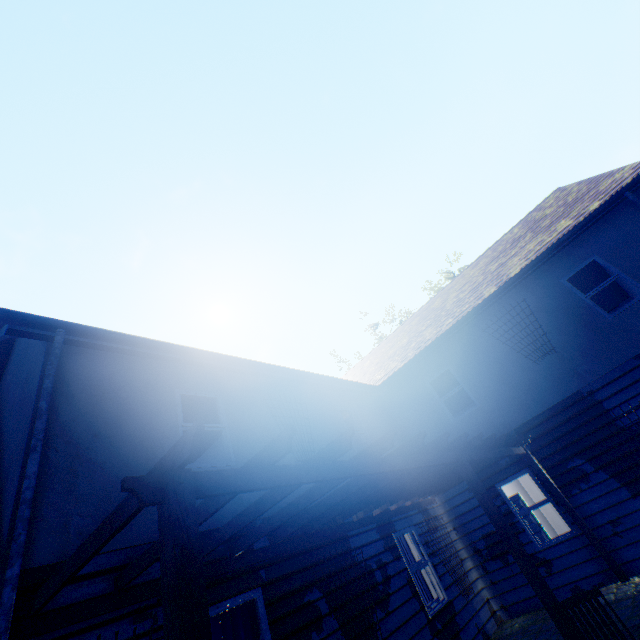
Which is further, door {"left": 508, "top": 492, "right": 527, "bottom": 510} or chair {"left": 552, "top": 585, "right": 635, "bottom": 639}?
door {"left": 508, "top": 492, "right": 527, "bottom": 510}

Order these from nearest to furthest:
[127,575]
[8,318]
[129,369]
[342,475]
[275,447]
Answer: [275,447], [342,475], [127,575], [8,318], [129,369]

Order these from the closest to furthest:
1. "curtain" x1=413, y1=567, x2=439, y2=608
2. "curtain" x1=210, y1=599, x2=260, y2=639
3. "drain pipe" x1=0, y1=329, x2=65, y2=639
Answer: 1. "drain pipe" x1=0, y1=329, x2=65, y2=639
2. "curtain" x1=210, y1=599, x2=260, y2=639
3. "curtain" x1=413, y1=567, x2=439, y2=608

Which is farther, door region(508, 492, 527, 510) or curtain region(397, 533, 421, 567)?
door region(508, 492, 527, 510)

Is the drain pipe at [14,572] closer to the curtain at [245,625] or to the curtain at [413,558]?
the curtain at [245,625]

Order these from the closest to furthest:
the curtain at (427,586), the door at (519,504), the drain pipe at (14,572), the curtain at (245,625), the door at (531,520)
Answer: the drain pipe at (14,572) < the curtain at (245,625) < the curtain at (427,586) < the door at (531,520) < the door at (519,504)

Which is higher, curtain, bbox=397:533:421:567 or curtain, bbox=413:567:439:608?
curtain, bbox=397:533:421:567

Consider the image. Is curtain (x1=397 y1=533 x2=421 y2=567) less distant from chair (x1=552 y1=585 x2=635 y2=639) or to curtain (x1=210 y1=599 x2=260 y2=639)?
curtain (x1=210 y1=599 x2=260 y2=639)
